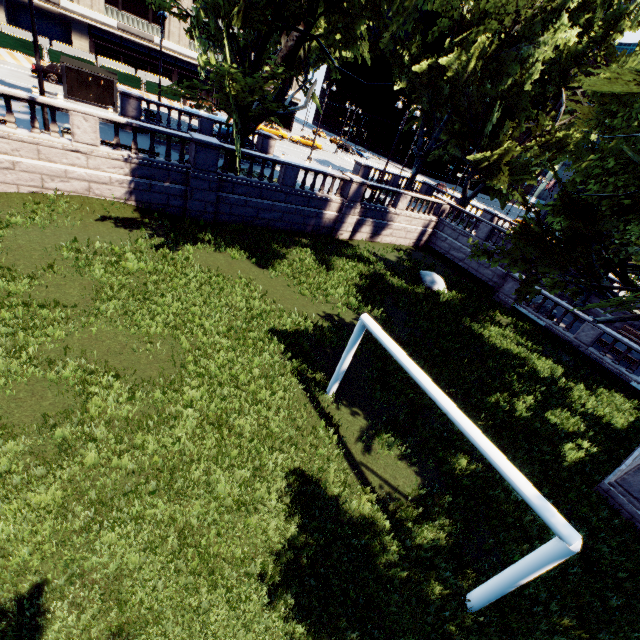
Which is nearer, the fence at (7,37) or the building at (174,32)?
the fence at (7,37)

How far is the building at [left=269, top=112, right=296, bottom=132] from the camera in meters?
57.2 m

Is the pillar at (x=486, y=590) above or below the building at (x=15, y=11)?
below

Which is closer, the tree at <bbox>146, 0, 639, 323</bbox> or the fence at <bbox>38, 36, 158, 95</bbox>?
the tree at <bbox>146, 0, 639, 323</bbox>

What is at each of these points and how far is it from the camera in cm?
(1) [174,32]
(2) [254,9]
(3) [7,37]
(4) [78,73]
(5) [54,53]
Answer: (1) building, 4422
(2) tree, 1220
(3) fence, 2852
(4) bus stop, 2273
(5) fence, 3036

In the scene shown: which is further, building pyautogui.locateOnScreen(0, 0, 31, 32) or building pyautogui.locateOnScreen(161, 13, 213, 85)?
building pyautogui.locateOnScreen(161, 13, 213, 85)

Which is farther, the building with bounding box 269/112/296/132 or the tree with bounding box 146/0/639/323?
the building with bounding box 269/112/296/132

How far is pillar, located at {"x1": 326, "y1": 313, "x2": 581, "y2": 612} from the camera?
5.02m
